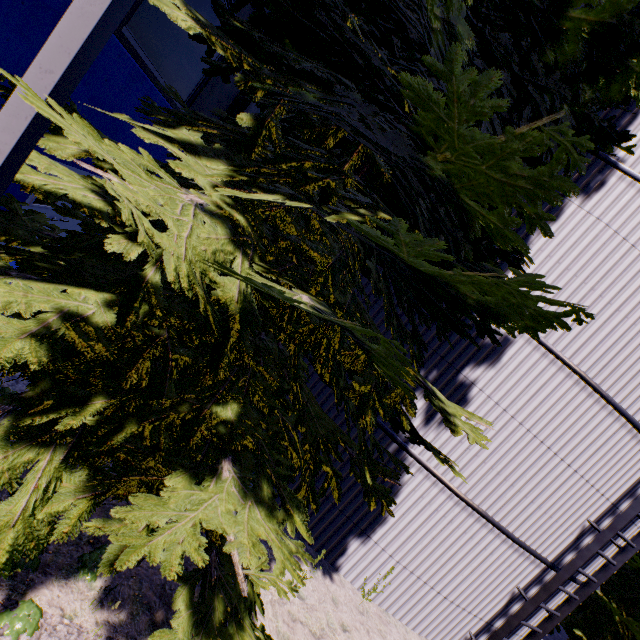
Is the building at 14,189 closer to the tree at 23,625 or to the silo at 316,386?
the tree at 23,625

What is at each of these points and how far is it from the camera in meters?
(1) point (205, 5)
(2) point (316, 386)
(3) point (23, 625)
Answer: (1) building, 7.2 m
(2) silo, 6.6 m
(3) tree, 2.8 m

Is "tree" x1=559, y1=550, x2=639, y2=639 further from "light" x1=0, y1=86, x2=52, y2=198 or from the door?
the door

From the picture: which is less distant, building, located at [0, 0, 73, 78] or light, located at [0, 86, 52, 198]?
light, located at [0, 86, 52, 198]

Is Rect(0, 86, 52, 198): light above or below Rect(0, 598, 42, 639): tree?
above

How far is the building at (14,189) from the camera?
5.9 meters

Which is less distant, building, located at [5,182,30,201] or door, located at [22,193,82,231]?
building, located at [5,182,30,201]

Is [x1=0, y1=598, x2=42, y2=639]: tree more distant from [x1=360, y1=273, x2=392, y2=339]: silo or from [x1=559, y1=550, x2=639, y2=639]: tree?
[x1=559, y1=550, x2=639, y2=639]: tree
